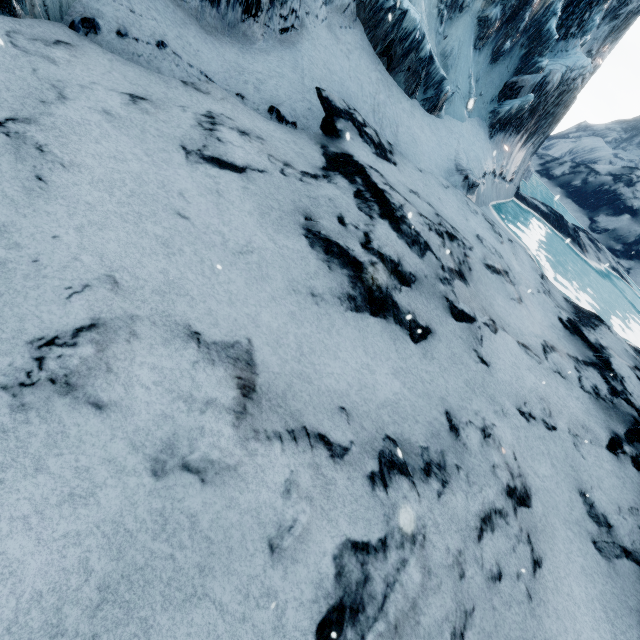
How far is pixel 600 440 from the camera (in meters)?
6.48
